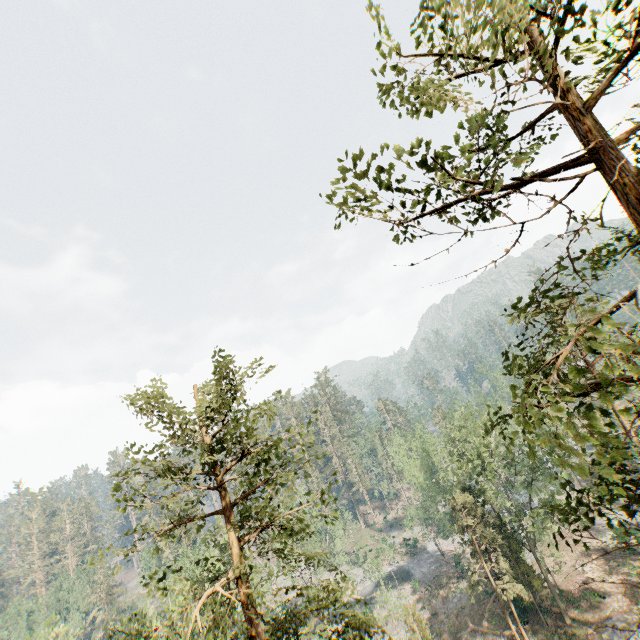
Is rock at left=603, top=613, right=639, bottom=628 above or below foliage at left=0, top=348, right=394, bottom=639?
below

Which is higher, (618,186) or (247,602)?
(618,186)

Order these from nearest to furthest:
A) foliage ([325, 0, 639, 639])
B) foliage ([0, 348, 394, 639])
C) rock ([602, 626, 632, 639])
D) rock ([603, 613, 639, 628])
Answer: foliage ([325, 0, 639, 639]) < foliage ([0, 348, 394, 639]) < rock ([602, 626, 632, 639]) < rock ([603, 613, 639, 628])

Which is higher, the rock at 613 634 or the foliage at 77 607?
Answer: the foliage at 77 607

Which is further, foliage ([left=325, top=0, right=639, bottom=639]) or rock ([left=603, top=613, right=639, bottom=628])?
rock ([left=603, top=613, right=639, bottom=628])

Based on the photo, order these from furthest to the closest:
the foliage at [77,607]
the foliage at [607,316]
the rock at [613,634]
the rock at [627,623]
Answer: the rock at [627,623], the rock at [613,634], the foliage at [77,607], the foliage at [607,316]
